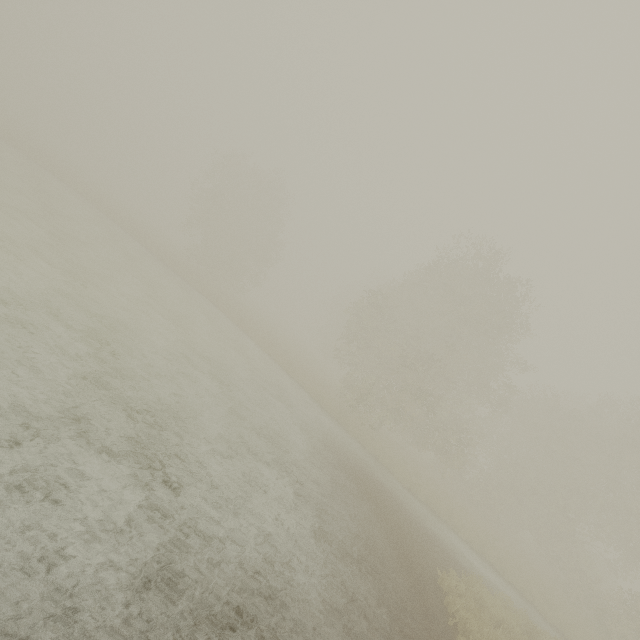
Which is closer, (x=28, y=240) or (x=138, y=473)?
(x=138, y=473)
